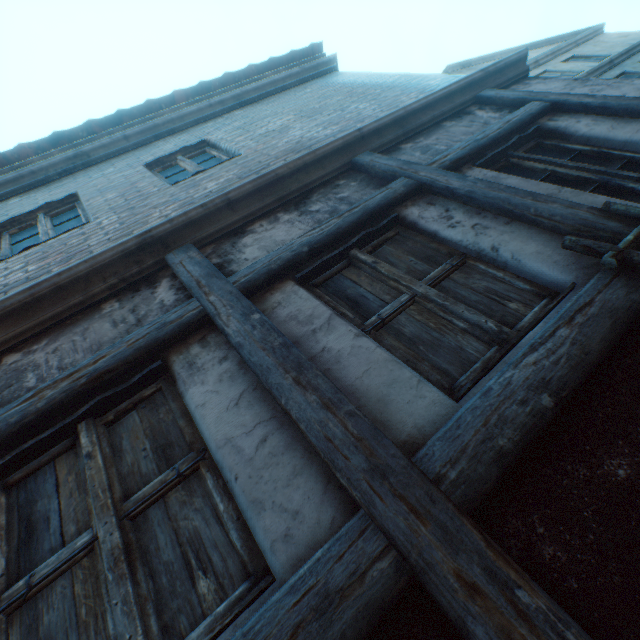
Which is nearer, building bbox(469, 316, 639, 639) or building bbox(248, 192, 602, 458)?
building bbox(469, 316, 639, 639)

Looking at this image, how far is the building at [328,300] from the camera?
1.5m

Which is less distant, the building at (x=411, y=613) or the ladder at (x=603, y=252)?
the building at (x=411, y=613)

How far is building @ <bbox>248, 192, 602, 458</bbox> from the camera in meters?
1.5

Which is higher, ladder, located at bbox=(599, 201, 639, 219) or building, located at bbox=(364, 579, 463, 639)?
ladder, located at bbox=(599, 201, 639, 219)

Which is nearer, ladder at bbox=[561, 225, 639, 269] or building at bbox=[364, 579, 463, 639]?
building at bbox=[364, 579, 463, 639]

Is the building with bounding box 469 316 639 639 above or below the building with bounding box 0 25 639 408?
below

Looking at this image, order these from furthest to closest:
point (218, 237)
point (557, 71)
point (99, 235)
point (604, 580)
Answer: point (557, 71) < point (99, 235) < point (218, 237) < point (604, 580)
